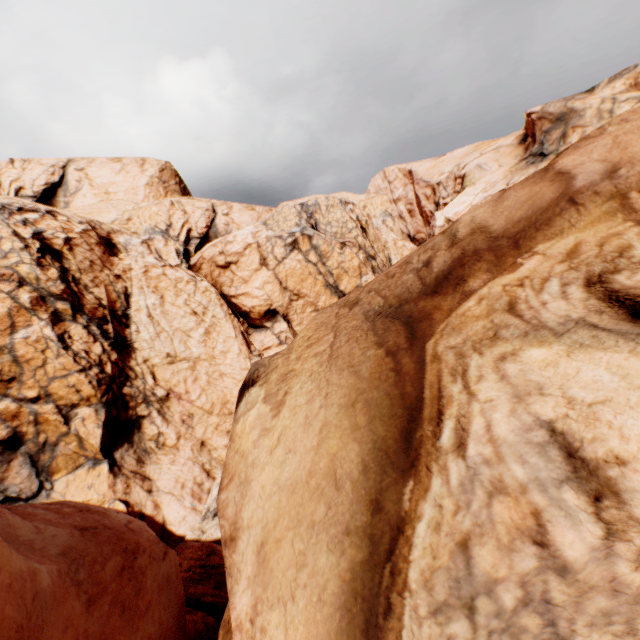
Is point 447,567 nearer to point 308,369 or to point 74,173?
point 308,369
